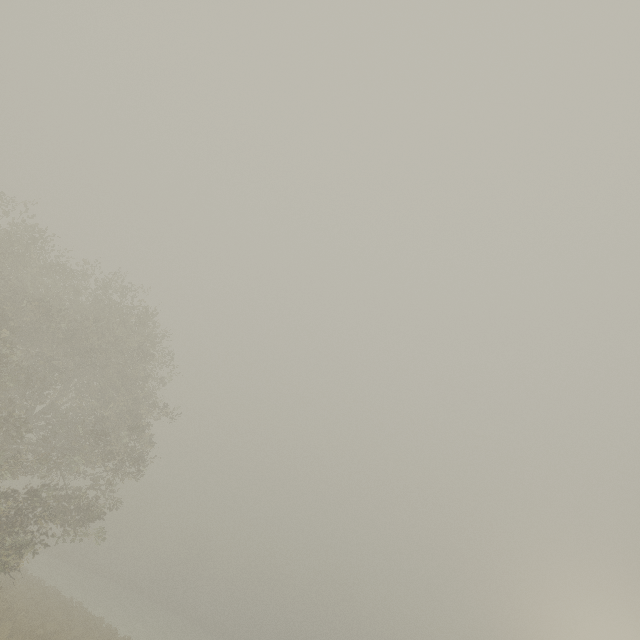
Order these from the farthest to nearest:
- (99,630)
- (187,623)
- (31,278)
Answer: (187,623) → (99,630) → (31,278)
